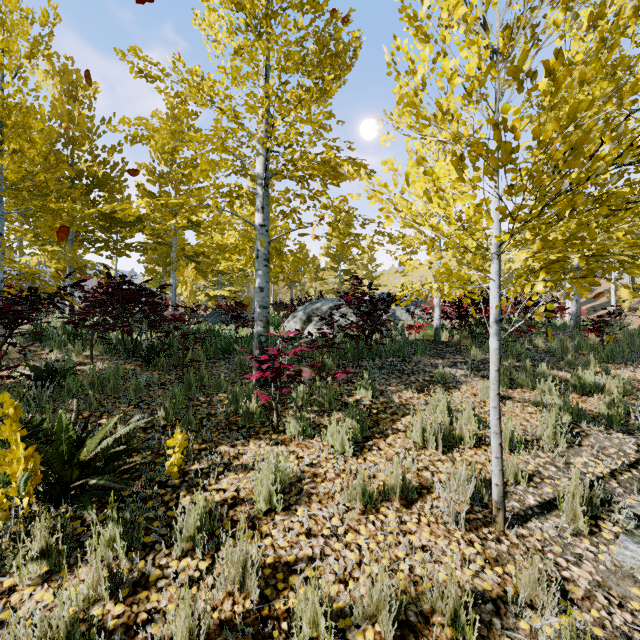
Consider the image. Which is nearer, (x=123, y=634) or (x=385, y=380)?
(x=123, y=634)

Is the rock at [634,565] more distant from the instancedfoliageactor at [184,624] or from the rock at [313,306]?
the rock at [313,306]

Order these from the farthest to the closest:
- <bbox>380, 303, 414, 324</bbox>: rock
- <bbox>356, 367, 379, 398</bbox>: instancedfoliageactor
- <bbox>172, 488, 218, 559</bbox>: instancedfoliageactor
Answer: <bbox>380, 303, 414, 324</bbox>: rock, <bbox>356, 367, 379, 398</bbox>: instancedfoliageactor, <bbox>172, 488, 218, 559</bbox>: instancedfoliageactor

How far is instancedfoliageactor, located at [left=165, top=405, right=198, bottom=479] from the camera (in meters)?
3.10

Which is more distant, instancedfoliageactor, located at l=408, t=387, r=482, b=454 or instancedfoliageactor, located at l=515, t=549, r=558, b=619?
instancedfoliageactor, located at l=408, t=387, r=482, b=454

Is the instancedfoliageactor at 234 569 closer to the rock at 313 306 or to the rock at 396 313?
the rock at 396 313

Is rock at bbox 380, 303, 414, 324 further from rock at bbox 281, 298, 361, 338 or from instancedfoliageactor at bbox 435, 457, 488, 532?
rock at bbox 281, 298, 361, 338
